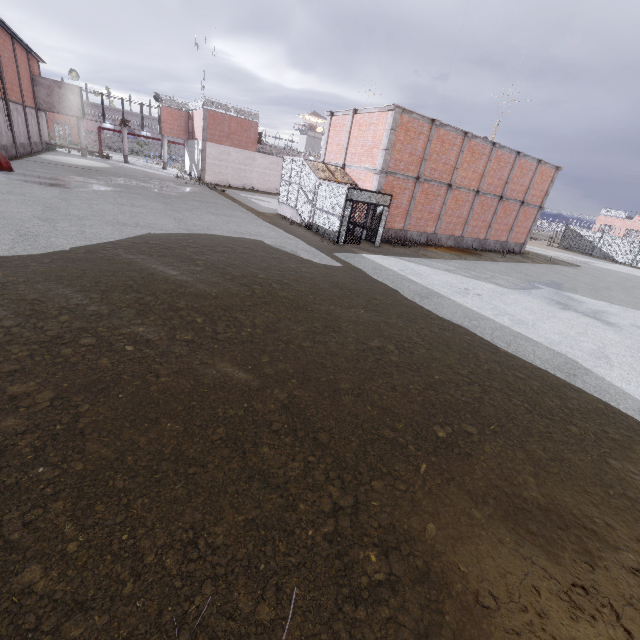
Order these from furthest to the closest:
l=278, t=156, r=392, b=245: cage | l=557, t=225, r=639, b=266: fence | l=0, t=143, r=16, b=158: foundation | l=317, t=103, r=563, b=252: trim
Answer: l=557, t=225, r=639, b=266: fence
l=0, t=143, r=16, b=158: foundation
l=317, t=103, r=563, b=252: trim
l=278, t=156, r=392, b=245: cage

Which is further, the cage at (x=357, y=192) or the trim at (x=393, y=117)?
the trim at (x=393, y=117)

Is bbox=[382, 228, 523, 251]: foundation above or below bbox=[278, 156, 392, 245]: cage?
below

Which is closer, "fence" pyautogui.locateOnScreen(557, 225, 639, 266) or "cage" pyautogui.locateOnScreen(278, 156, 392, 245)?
"cage" pyautogui.locateOnScreen(278, 156, 392, 245)

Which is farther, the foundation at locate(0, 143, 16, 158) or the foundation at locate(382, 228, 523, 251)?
the foundation at locate(0, 143, 16, 158)

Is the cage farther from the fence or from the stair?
the fence

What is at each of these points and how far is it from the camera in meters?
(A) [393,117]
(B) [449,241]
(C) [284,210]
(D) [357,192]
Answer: (A) trim, 17.1 m
(B) foundation, 23.7 m
(C) stair, 22.6 m
(D) cage, 16.5 m

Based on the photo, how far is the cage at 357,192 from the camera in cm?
1683
